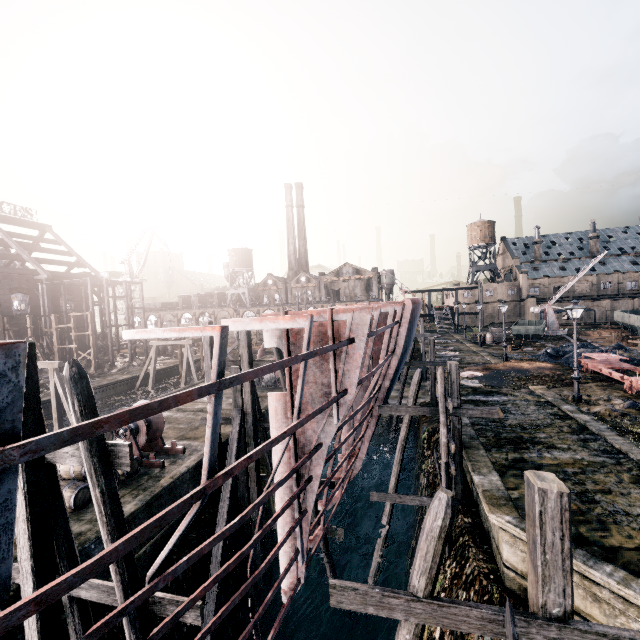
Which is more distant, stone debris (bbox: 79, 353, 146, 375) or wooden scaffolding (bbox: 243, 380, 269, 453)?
stone debris (bbox: 79, 353, 146, 375)

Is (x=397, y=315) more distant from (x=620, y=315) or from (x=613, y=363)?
(x=620, y=315)

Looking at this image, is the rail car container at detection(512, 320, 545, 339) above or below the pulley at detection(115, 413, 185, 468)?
above

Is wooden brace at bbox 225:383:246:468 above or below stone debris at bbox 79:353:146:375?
below

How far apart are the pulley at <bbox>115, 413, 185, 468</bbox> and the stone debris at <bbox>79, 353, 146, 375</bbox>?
32.12m

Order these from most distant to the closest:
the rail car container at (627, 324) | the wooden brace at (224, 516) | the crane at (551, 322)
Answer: the rail car container at (627, 324) < the crane at (551, 322) < the wooden brace at (224, 516)

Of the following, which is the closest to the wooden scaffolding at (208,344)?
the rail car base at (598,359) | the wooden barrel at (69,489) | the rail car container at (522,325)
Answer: the wooden barrel at (69,489)

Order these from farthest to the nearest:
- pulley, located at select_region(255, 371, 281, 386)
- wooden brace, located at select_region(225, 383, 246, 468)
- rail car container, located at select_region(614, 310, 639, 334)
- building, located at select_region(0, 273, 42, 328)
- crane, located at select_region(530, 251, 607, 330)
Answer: rail car container, located at select_region(614, 310, 639, 334)
crane, located at select_region(530, 251, 607, 330)
building, located at select_region(0, 273, 42, 328)
pulley, located at select_region(255, 371, 281, 386)
wooden brace, located at select_region(225, 383, 246, 468)
